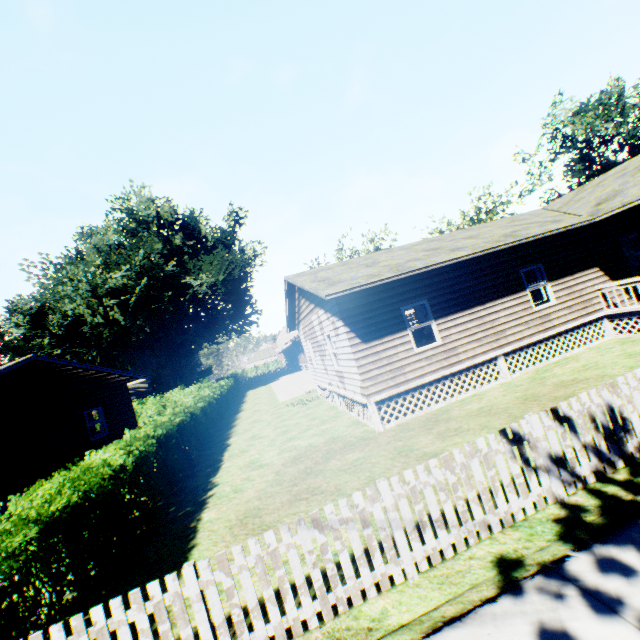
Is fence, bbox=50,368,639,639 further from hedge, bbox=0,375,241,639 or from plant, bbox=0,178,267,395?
plant, bbox=0,178,267,395

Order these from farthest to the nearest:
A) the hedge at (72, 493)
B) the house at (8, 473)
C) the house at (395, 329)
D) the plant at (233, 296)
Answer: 1. the plant at (233, 296)
2. the house at (8, 473)
3. the house at (395, 329)
4. the hedge at (72, 493)

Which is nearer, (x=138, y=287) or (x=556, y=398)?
(x=556, y=398)

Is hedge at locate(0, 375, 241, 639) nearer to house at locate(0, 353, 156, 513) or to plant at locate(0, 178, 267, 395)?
house at locate(0, 353, 156, 513)

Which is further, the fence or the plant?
the plant

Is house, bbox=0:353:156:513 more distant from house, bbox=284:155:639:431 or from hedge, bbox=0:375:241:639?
house, bbox=284:155:639:431

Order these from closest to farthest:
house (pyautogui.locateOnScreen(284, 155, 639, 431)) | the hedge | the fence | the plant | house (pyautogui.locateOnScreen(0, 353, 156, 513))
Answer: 1. the fence
2. the hedge
3. house (pyautogui.locateOnScreen(284, 155, 639, 431))
4. house (pyautogui.locateOnScreen(0, 353, 156, 513))
5. the plant

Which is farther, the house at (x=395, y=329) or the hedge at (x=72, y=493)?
the house at (x=395, y=329)
